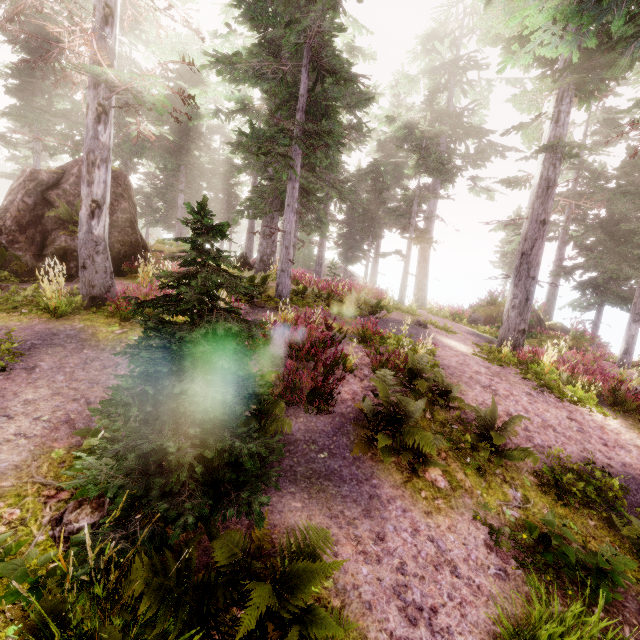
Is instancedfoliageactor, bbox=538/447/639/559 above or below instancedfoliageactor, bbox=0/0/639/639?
below

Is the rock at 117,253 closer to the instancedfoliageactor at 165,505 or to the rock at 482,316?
the instancedfoliageactor at 165,505

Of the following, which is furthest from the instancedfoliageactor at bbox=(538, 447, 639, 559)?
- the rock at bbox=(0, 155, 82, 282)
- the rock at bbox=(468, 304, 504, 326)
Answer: the rock at bbox=(468, 304, 504, 326)

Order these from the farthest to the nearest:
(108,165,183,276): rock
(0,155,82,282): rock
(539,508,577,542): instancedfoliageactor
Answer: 1. (108,165,183,276): rock
2. (0,155,82,282): rock
3. (539,508,577,542): instancedfoliageactor

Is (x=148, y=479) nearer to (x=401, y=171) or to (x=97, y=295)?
(x=97, y=295)

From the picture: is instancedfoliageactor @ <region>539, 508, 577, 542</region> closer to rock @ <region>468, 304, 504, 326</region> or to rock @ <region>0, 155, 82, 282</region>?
rock @ <region>0, 155, 82, 282</region>

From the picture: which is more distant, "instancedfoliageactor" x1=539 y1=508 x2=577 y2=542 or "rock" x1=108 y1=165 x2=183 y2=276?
"rock" x1=108 y1=165 x2=183 y2=276

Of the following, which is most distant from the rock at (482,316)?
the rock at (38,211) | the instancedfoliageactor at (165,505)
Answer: the rock at (38,211)
